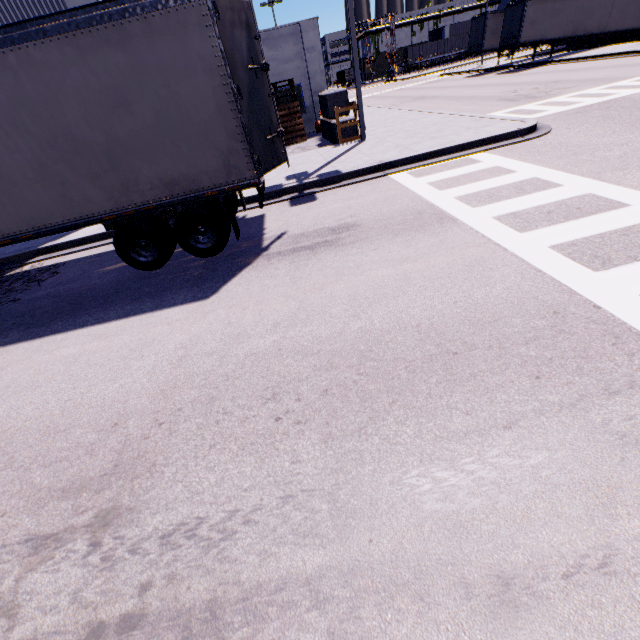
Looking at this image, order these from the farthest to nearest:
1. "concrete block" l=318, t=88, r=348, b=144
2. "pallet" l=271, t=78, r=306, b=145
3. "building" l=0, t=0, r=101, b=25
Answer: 1. "pallet" l=271, t=78, r=306, b=145
2. "concrete block" l=318, t=88, r=348, b=144
3. "building" l=0, t=0, r=101, b=25

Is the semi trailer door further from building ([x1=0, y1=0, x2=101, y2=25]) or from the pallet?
the pallet

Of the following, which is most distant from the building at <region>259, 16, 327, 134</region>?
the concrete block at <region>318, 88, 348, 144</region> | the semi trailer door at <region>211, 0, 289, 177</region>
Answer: the semi trailer door at <region>211, 0, 289, 177</region>

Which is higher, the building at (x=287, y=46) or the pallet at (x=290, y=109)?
the building at (x=287, y=46)

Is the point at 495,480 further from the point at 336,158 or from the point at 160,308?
the point at 336,158

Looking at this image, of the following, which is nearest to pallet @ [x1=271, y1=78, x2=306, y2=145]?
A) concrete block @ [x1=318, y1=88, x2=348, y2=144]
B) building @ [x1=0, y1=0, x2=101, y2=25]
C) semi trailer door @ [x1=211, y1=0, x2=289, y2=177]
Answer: building @ [x1=0, y1=0, x2=101, y2=25]

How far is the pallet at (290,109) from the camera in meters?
16.7
